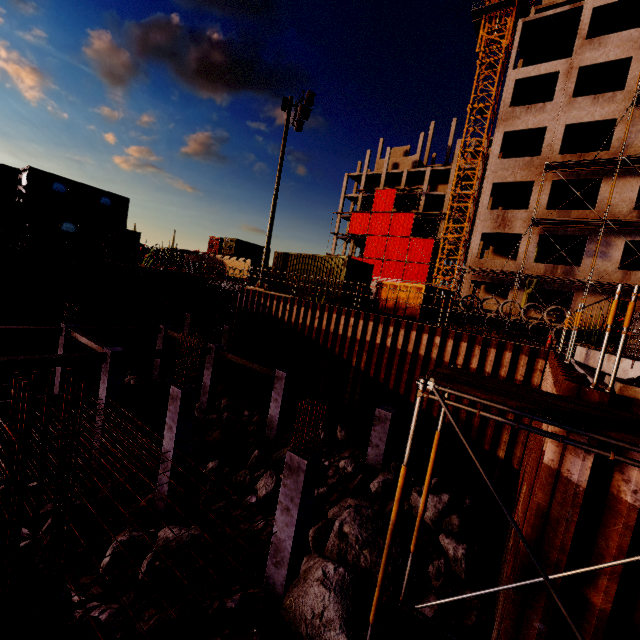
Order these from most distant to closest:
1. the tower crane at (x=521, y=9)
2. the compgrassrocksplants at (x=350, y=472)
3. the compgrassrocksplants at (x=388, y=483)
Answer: the tower crane at (x=521, y=9)
the compgrassrocksplants at (x=350, y=472)
the compgrassrocksplants at (x=388, y=483)

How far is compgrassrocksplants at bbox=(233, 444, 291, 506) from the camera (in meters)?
11.25

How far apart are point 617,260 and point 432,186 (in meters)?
40.06

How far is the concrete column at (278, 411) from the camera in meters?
14.3 m

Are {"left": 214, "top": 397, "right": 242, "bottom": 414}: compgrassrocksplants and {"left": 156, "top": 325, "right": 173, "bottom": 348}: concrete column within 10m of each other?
yes

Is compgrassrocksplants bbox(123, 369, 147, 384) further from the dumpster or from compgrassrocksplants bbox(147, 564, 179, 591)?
the dumpster

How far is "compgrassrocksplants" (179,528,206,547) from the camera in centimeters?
881cm

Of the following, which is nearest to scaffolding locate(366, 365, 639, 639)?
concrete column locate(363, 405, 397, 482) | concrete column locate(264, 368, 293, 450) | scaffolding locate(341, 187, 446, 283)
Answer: concrete column locate(363, 405, 397, 482)
